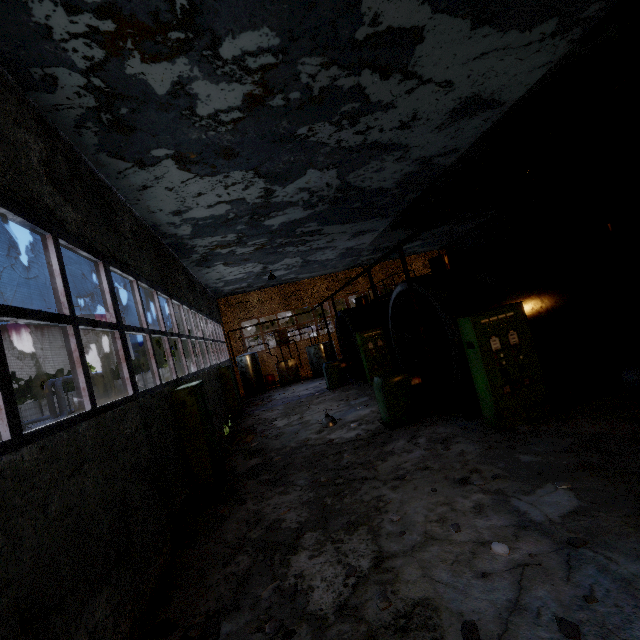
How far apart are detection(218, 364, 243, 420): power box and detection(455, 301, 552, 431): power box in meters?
10.6

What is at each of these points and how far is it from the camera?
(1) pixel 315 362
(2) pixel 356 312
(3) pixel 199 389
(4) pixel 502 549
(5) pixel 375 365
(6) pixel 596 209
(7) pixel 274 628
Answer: (1) boiler group, 21.30m
(2) boiler tank, 15.76m
(3) power box, 7.67m
(4) concrete debris, 3.60m
(5) power box, 14.31m
(6) pipe, 10.41m
(7) concrete debris, 3.38m

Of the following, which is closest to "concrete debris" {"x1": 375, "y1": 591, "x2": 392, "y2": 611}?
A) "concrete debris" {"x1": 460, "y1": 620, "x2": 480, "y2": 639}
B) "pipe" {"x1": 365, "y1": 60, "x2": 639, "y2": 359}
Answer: "concrete debris" {"x1": 460, "y1": 620, "x2": 480, "y2": 639}

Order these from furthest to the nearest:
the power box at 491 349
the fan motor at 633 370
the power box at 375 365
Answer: the power box at 375 365 < the power box at 491 349 < the fan motor at 633 370

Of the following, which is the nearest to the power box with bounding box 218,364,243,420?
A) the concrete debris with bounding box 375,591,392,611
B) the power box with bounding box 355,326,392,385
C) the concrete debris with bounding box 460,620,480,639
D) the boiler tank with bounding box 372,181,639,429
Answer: the power box with bounding box 355,326,392,385

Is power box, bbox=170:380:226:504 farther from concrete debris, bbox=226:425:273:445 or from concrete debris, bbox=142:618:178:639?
concrete debris, bbox=142:618:178:639

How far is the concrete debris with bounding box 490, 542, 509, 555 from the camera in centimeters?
357cm

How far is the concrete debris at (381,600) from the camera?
3.29m
